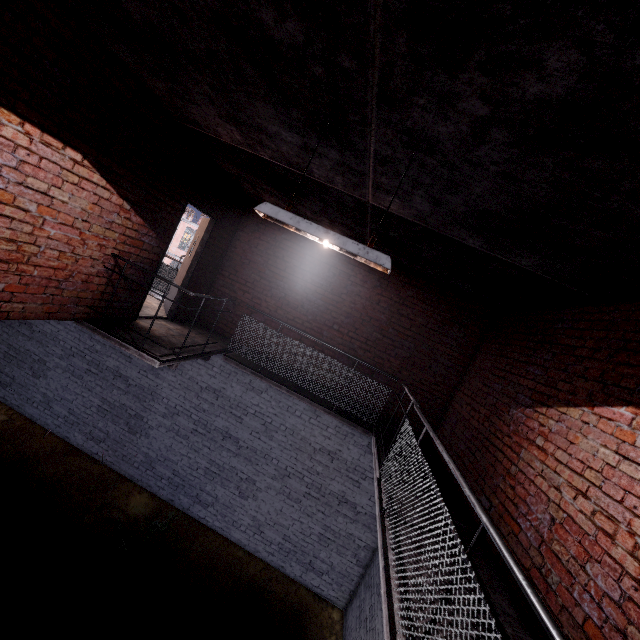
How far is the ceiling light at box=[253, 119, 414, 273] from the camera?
2.5m

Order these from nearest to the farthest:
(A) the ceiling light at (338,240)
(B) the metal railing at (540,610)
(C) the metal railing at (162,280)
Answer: (B) the metal railing at (540,610)
(A) the ceiling light at (338,240)
(C) the metal railing at (162,280)

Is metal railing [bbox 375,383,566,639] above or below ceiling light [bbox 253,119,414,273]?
below

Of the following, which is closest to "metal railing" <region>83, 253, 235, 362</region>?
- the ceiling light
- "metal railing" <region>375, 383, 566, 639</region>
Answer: "metal railing" <region>375, 383, 566, 639</region>

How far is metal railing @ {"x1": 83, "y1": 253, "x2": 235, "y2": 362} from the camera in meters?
4.3 m

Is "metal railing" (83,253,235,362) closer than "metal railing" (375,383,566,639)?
No

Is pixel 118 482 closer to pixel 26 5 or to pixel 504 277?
pixel 26 5

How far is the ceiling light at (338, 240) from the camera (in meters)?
2.46
